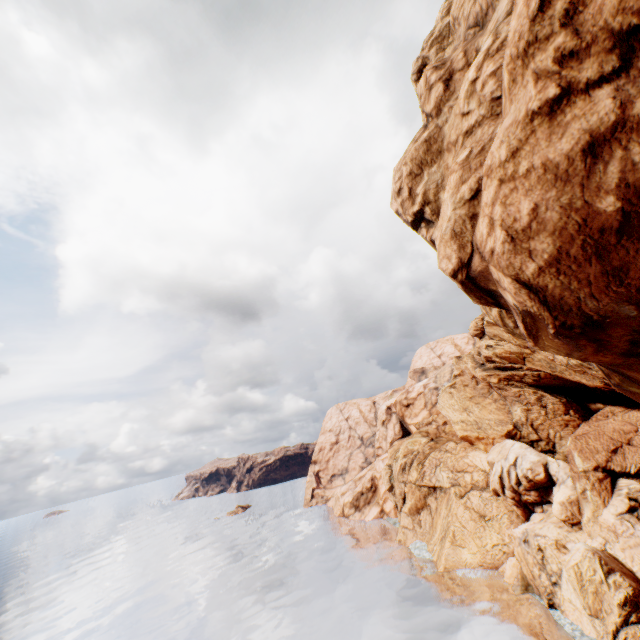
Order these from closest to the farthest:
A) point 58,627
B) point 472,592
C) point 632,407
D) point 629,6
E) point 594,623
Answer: point 629,6, point 594,623, point 632,407, point 472,592, point 58,627
